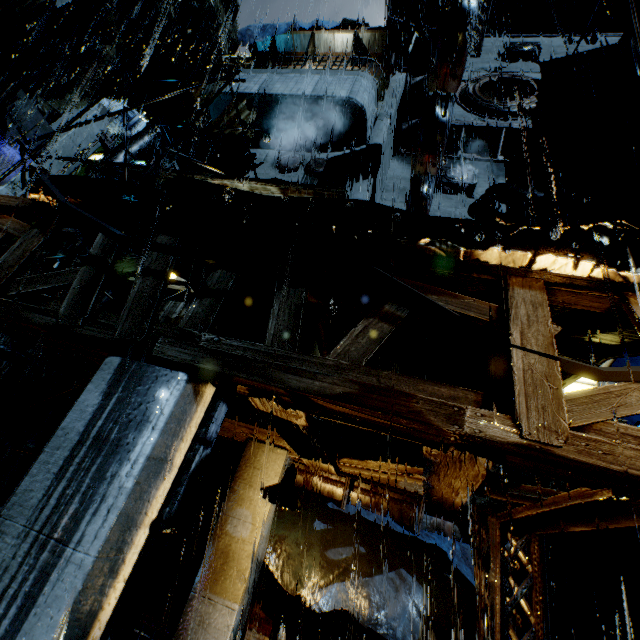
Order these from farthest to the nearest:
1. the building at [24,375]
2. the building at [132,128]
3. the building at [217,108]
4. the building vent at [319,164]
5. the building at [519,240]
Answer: the building at [132,128]
the building at [24,375]
the building at [217,108]
the building vent at [319,164]
the building at [519,240]

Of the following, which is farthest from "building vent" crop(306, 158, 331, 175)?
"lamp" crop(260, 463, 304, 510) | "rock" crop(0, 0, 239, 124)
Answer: "rock" crop(0, 0, 239, 124)

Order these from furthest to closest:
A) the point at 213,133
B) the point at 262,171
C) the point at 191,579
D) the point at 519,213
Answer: the point at 519,213
the point at 262,171
the point at 213,133
the point at 191,579

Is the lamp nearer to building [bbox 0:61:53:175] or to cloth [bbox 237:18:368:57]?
building [bbox 0:61:53:175]

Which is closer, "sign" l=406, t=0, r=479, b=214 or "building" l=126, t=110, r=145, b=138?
"sign" l=406, t=0, r=479, b=214

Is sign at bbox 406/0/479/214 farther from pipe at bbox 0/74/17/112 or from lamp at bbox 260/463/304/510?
pipe at bbox 0/74/17/112

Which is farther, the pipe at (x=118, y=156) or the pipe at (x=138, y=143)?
the pipe at (x=138, y=143)

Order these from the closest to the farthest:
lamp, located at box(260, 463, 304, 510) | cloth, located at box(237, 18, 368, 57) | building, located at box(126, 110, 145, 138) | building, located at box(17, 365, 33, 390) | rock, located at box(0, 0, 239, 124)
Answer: lamp, located at box(260, 463, 304, 510)
building, located at box(17, 365, 33, 390)
cloth, located at box(237, 18, 368, 57)
rock, located at box(0, 0, 239, 124)
building, located at box(126, 110, 145, 138)
